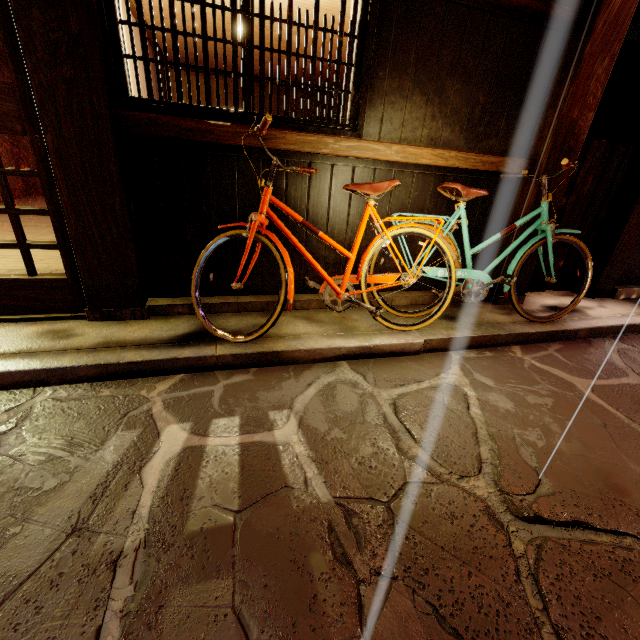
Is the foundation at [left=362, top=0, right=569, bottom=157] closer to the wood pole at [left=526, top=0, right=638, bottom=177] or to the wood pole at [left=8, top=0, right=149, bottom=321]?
the wood pole at [left=526, top=0, right=638, bottom=177]

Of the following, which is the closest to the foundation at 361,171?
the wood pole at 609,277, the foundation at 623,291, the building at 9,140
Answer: the wood pole at 609,277

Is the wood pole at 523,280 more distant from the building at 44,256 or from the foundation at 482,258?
the building at 44,256

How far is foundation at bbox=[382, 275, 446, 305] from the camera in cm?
656

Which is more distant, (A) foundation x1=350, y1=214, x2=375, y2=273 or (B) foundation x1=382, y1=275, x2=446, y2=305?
(B) foundation x1=382, y1=275, x2=446, y2=305

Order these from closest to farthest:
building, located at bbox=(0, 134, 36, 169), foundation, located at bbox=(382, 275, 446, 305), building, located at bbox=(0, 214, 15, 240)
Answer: foundation, located at bbox=(382, 275, 446, 305) < building, located at bbox=(0, 214, 15, 240) < building, located at bbox=(0, 134, 36, 169)

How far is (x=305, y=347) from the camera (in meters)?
4.87

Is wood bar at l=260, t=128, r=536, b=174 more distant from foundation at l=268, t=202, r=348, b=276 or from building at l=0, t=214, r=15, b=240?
building at l=0, t=214, r=15, b=240
